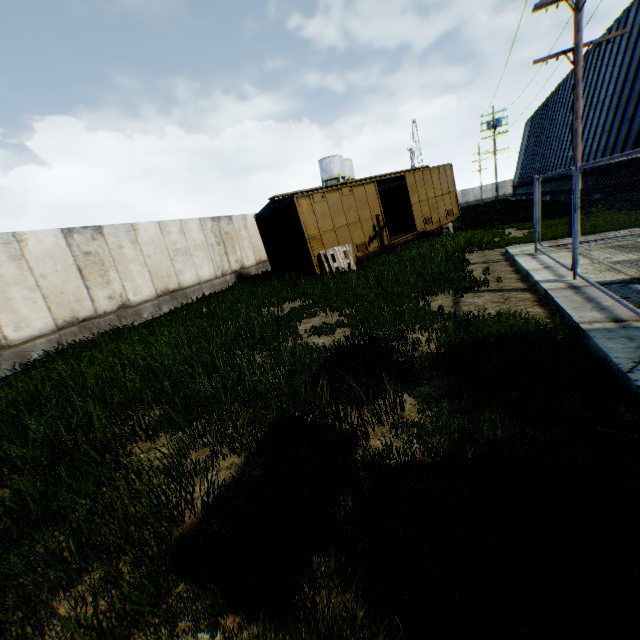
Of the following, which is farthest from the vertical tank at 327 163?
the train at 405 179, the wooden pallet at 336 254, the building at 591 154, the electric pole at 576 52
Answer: the electric pole at 576 52

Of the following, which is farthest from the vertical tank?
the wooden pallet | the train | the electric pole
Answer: the electric pole

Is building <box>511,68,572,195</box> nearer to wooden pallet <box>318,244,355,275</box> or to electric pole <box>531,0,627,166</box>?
electric pole <box>531,0,627,166</box>

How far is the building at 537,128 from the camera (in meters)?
29.48

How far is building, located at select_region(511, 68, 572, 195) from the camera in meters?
29.5

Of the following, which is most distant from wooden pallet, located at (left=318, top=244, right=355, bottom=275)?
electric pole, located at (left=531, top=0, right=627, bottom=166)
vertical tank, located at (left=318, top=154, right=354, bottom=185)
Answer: vertical tank, located at (left=318, top=154, right=354, bottom=185)

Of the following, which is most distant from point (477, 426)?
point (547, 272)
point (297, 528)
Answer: point (547, 272)
